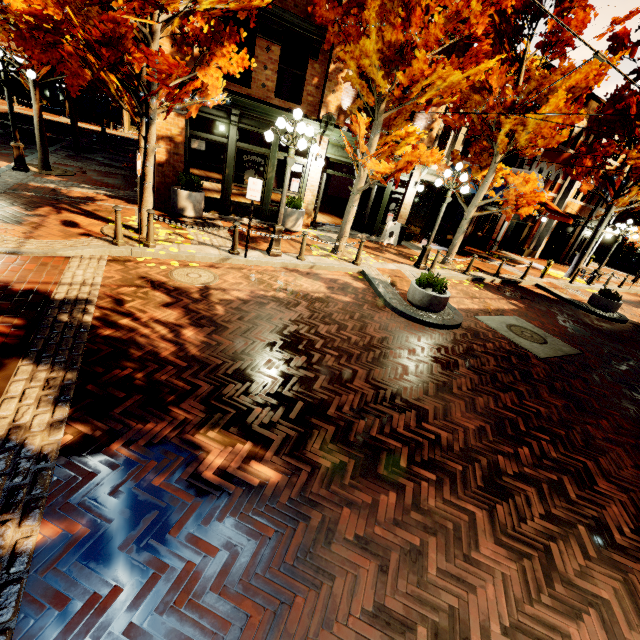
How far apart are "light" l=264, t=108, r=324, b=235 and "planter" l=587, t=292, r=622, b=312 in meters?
12.6

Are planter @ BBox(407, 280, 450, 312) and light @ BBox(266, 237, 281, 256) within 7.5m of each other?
yes

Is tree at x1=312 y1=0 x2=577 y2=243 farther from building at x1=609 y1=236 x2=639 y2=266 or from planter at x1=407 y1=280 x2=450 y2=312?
planter at x1=407 y1=280 x2=450 y2=312

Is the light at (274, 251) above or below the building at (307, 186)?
below

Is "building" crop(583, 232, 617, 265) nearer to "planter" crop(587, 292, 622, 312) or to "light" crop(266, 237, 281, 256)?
"planter" crop(587, 292, 622, 312)

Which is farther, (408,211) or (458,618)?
(408,211)

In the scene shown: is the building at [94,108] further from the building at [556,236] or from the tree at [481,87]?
the building at [556,236]

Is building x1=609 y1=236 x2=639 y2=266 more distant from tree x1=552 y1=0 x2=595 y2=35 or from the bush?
the bush
